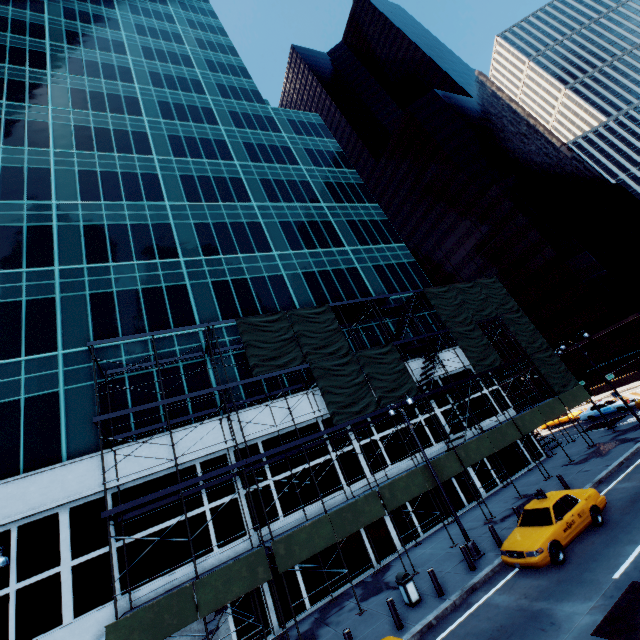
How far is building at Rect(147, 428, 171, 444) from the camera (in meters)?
17.95

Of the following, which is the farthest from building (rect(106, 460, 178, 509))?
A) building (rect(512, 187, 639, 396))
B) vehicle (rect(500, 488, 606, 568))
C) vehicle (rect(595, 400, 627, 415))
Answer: building (rect(512, 187, 639, 396))

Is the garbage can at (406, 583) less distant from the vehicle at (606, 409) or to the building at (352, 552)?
the building at (352, 552)

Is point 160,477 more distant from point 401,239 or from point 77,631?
point 401,239

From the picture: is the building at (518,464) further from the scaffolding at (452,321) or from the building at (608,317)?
the building at (608,317)

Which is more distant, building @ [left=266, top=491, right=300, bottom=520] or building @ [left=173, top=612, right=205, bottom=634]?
building @ [left=266, top=491, right=300, bottom=520]

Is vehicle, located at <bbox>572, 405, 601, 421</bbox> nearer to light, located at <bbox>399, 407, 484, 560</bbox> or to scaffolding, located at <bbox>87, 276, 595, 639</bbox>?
scaffolding, located at <bbox>87, 276, 595, 639</bbox>

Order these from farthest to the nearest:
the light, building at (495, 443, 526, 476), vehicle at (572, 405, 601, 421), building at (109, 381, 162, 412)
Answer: vehicle at (572, 405, 601, 421) < building at (495, 443, 526, 476) < building at (109, 381, 162, 412) < the light
